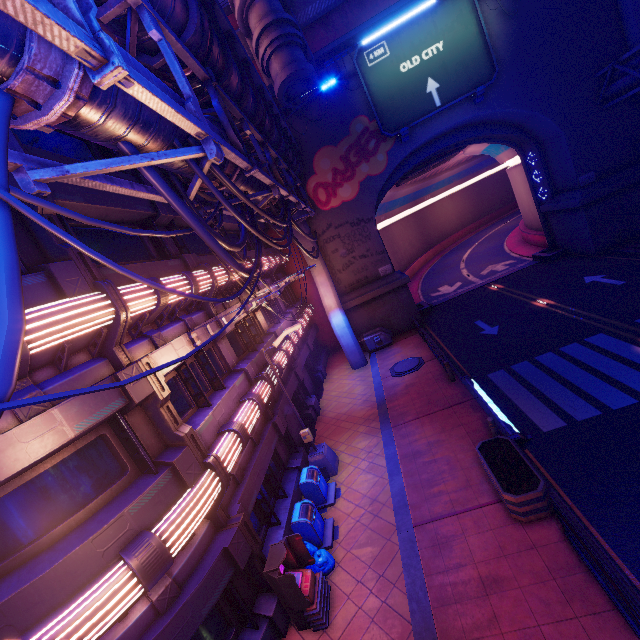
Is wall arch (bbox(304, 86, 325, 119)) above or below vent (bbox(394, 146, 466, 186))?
above

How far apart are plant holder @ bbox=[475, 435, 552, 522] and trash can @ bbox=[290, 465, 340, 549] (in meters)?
4.85

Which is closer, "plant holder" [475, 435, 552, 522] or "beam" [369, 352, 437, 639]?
"beam" [369, 352, 437, 639]

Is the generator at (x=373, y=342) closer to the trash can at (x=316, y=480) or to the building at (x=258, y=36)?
the trash can at (x=316, y=480)

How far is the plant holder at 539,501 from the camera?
7.7m

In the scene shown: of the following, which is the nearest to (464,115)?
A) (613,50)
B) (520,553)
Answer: (613,50)

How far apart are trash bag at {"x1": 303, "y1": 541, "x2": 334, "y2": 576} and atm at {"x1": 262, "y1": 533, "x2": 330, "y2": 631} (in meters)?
0.12

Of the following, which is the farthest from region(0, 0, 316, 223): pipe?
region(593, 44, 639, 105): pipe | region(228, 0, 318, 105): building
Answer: region(593, 44, 639, 105): pipe
